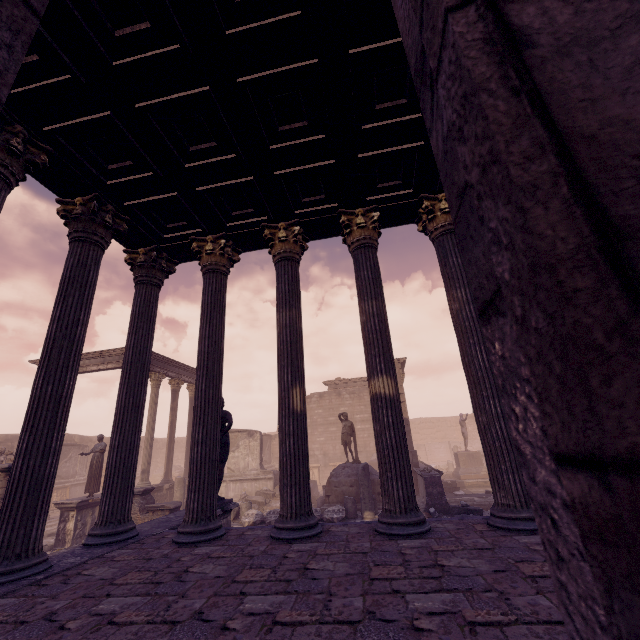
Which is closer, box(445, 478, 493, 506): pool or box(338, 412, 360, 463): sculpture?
box(445, 478, 493, 506): pool

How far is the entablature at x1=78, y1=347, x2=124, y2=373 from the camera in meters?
15.9 m

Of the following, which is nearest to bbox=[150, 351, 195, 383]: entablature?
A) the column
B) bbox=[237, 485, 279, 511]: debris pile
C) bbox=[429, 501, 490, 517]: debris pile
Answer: the column

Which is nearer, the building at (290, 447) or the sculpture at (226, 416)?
the building at (290, 447)

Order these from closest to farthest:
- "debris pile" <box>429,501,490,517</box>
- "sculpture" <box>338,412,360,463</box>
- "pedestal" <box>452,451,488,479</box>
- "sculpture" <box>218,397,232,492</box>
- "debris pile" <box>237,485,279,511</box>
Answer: "sculpture" <box>218,397,232,492</box> < "debris pile" <box>429,501,490,517</box> < "sculpture" <box>338,412,360,463</box> < "debris pile" <box>237,485,279,511</box> < "pedestal" <box>452,451,488,479</box>

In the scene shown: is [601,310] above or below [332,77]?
below

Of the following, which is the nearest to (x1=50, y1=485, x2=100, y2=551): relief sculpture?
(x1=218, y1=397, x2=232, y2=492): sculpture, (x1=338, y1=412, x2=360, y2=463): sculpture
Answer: (x1=218, y1=397, x2=232, y2=492): sculpture

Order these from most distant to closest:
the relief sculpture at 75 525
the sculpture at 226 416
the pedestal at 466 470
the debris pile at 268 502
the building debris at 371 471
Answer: the pedestal at 466 470 → the debris pile at 268 502 → the relief sculpture at 75 525 → the building debris at 371 471 → the sculpture at 226 416
